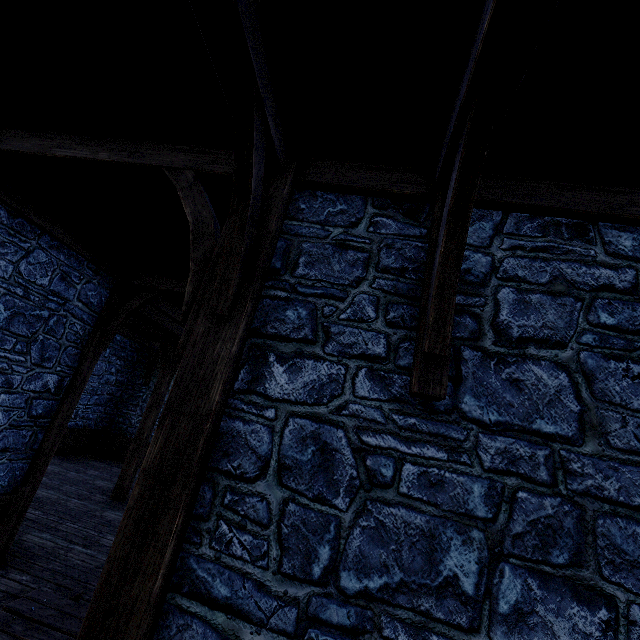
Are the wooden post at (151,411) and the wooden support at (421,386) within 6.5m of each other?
no

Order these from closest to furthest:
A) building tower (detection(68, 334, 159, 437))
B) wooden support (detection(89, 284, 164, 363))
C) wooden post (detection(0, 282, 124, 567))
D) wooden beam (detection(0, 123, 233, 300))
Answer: wooden beam (detection(0, 123, 233, 300)), wooden post (detection(0, 282, 124, 567)), wooden support (detection(89, 284, 164, 363)), building tower (detection(68, 334, 159, 437))

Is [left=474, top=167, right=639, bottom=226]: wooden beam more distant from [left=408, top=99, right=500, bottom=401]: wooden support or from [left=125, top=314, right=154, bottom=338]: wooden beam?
[left=125, top=314, right=154, bottom=338]: wooden beam

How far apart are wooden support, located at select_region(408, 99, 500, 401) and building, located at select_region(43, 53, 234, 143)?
1.52m

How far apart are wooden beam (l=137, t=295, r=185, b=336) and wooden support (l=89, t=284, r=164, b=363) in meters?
0.3 m

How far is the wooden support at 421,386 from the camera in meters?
1.8 m

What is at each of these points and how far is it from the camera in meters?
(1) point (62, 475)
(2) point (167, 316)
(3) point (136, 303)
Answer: (1) building tower, 9.8
(2) wooden beam, 8.0
(3) wooden support, 6.1

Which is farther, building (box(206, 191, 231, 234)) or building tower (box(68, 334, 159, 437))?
building tower (box(68, 334, 159, 437))
